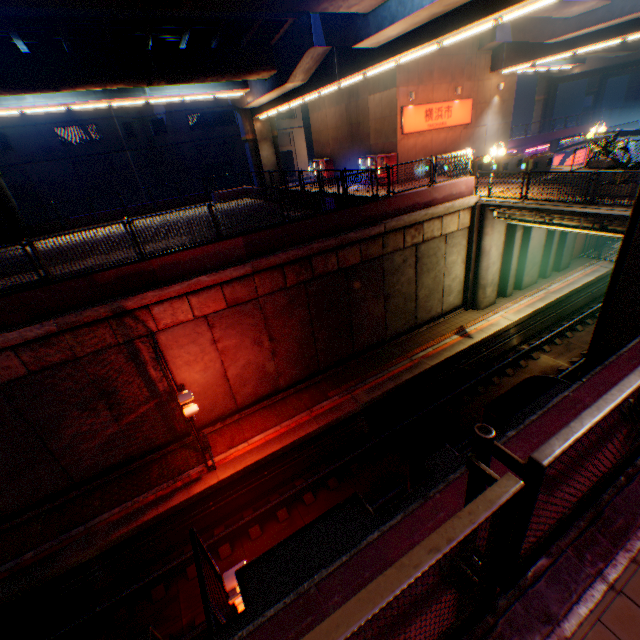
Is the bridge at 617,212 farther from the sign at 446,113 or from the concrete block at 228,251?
the sign at 446,113

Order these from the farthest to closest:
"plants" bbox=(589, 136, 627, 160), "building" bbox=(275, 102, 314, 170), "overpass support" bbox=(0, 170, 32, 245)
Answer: "building" bbox=(275, 102, 314, 170) < "overpass support" bbox=(0, 170, 32, 245) < "plants" bbox=(589, 136, 627, 160)

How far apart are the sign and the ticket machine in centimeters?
415cm

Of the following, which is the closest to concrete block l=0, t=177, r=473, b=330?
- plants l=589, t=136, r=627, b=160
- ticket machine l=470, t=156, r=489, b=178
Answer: ticket machine l=470, t=156, r=489, b=178

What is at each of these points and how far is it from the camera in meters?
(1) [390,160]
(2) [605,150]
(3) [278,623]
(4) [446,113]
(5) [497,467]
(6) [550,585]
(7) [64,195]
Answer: (1) vending machine, 22.5 m
(2) plants, 17.5 m
(3) concrete block, 2.0 m
(4) sign, 23.0 m
(5) concrete block, 2.7 m
(6) concrete curb, 2.7 m
(7) building, 33.2 m

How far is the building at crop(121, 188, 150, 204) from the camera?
35.7m

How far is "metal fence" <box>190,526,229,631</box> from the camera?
3.9 meters

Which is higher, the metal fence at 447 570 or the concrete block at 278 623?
the metal fence at 447 570
